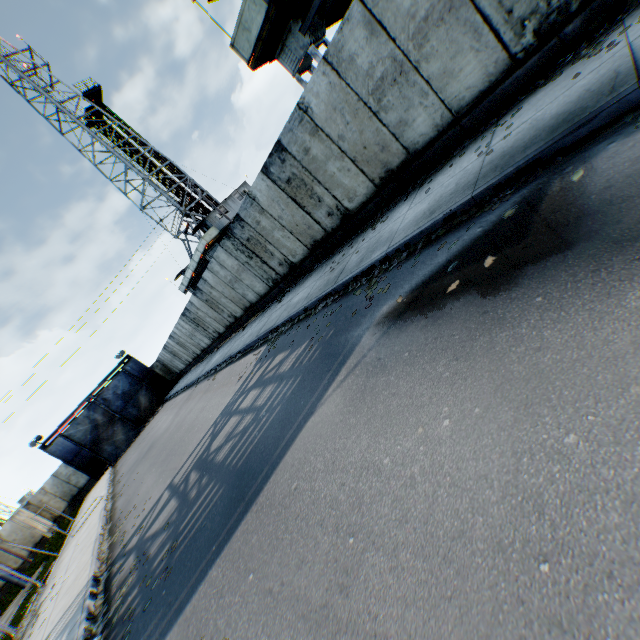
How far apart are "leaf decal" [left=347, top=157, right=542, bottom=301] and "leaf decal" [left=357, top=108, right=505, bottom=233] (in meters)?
1.87

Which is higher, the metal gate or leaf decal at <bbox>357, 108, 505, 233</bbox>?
the metal gate

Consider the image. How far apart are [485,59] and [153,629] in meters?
10.2 m

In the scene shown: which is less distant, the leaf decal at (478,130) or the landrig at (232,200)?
the leaf decal at (478,130)

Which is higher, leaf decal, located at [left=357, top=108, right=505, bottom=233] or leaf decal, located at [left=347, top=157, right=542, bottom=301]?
leaf decal, located at [left=357, top=108, right=505, bottom=233]

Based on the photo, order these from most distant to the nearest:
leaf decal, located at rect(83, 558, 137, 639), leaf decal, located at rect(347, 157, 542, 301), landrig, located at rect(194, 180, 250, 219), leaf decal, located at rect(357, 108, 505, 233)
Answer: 1. landrig, located at rect(194, 180, 250, 219)
2. leaf decal, located at rect(357, 108, 505, 233)
3. leaf decal, located at rect(83, 558, 137, 639)
4. leaf decal, located at rect(347, 157, 542, 301)

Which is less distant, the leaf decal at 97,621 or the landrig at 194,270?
the leaf decal at 97,621

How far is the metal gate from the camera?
30.72m
